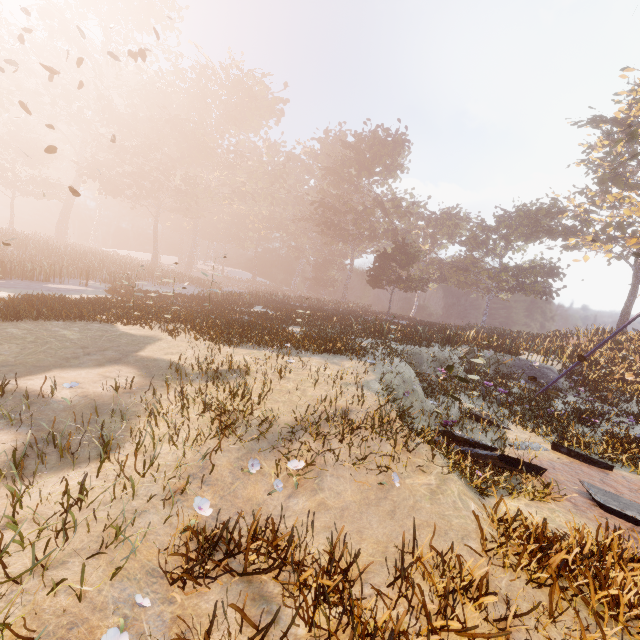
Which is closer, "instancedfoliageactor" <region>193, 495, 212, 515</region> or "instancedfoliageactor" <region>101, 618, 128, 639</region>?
"instancedfoliageactor" <region>101, 618, 128, 639</region>

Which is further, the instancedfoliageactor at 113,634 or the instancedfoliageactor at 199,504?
the instancedfoliageactor at 199,504

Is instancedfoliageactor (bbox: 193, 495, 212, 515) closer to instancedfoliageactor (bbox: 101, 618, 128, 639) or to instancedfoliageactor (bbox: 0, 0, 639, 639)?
instancedfoliageactor (bbox: 101, 618, 128, 639)

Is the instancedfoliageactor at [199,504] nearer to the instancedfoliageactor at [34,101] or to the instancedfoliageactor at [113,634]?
the instancedfoliageactor at [113,634]

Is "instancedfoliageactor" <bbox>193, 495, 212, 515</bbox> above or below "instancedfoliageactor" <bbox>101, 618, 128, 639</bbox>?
above

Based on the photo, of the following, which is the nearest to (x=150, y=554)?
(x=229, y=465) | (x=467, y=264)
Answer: (x=229, y=465)

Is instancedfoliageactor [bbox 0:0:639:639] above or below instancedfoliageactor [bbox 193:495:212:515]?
above
